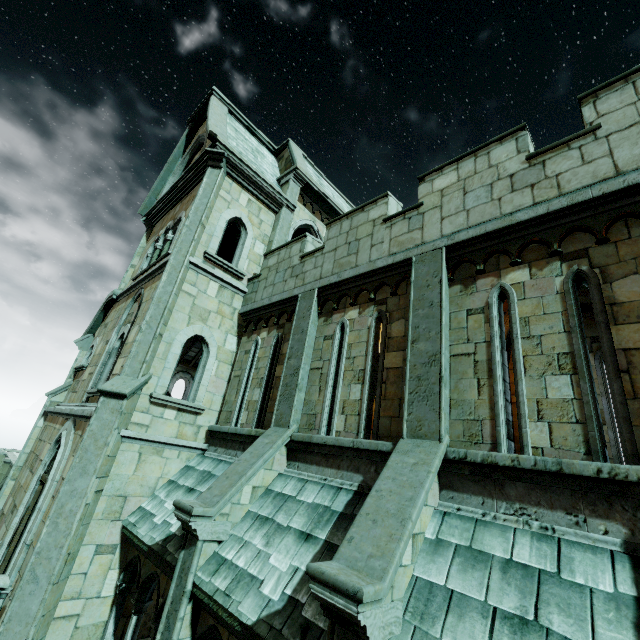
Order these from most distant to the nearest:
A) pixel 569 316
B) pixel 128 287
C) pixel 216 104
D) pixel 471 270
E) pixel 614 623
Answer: pixel 216 104 → pixel 128 287 → pixel 471 270 → pixel 569 316 → pixel 614 623

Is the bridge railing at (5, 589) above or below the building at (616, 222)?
below

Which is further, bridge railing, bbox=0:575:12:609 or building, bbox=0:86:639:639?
bridge railing, bbox=0:575:12:609

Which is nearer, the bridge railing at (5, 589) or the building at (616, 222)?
the building at (616, 222)

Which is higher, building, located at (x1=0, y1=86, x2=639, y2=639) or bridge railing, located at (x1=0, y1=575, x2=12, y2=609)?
building, located at (x1=0, y1=86, x2=639, y2=639)
